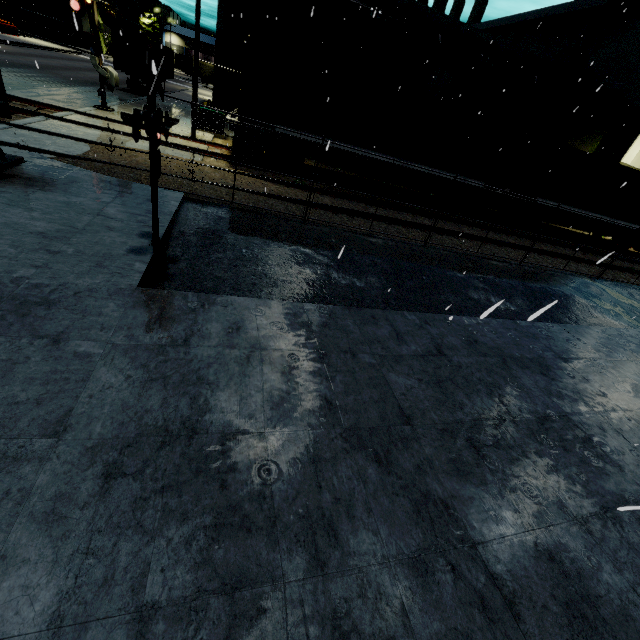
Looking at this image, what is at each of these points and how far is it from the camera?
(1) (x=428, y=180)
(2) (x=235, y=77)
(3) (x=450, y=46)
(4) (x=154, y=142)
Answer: (1) flatcar, 14.8m
(2) building, 25.3m
(3) pipe, 25.4m
(4) railroad crossing sign, 4.9m

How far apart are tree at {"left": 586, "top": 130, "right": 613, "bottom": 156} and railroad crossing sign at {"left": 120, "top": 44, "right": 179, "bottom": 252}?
32.4m

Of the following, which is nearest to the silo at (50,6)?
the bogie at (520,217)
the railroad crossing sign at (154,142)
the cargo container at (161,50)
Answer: the cargo container at (161,50)

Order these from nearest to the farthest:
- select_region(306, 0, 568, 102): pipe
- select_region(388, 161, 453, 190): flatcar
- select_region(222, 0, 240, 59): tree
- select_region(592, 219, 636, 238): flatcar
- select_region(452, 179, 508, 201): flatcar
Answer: select_region(388, 161, 453, 190): flatcar < select_region(452, 179, 508, 201): flatcar < select_region(592, 219, 636, 238): flatcar < select_region(222, 0, 240, 59): tree < select_region(306, 0, 568, 102): pipe

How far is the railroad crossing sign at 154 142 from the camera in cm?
428

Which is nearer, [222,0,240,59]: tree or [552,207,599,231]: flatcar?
[552,207,599,231]: flatcar

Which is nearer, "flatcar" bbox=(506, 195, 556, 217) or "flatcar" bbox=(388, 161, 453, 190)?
"flatcar" bbox=(388, 161, 453, 190)

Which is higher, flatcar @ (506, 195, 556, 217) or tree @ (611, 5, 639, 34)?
tree @ (611, 5, 639, 34)
